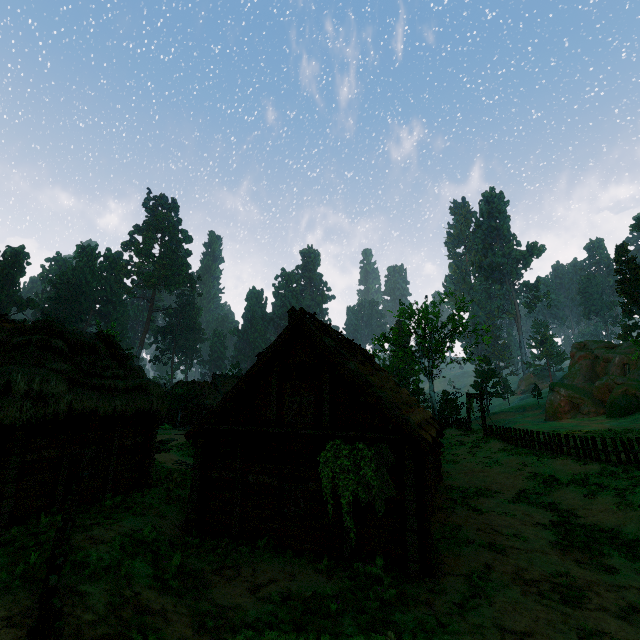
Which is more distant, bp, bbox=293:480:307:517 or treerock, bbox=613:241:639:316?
treerock, bbox=613:241:639:316

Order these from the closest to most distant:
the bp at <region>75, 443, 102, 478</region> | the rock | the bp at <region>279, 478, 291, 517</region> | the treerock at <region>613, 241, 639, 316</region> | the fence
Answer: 1. the fence
2. the bp at <region>279, 478, 291, 517</region>
3. the bp at <region>75, 443, 102, 478</region>
4. the rock
5. the treerock at <region>613, 241, 639, 316</region>

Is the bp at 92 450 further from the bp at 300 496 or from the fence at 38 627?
the bp at 300 496

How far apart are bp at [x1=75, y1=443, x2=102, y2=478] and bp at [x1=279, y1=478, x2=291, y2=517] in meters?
6.8 m

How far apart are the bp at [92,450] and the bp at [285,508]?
6.8 meters

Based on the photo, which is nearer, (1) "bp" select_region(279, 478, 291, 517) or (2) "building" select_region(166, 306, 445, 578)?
(2) "building" select_region(166, 306, 445, 578)

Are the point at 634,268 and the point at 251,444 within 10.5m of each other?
no

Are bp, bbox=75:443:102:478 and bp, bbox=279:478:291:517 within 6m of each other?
no
